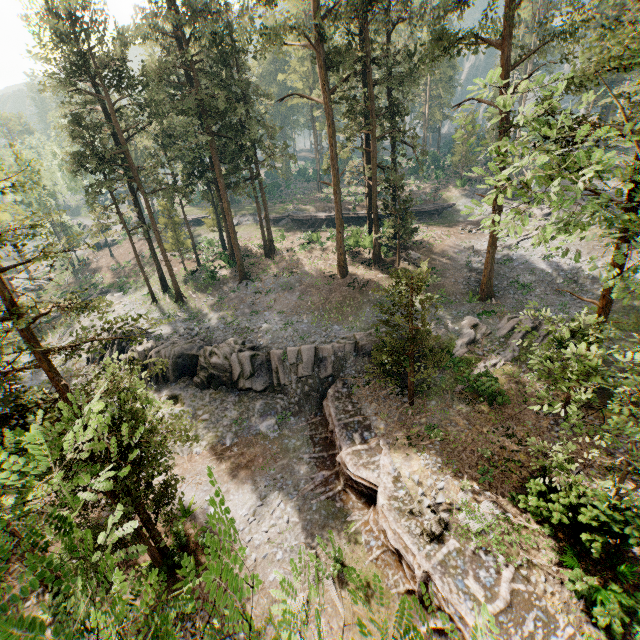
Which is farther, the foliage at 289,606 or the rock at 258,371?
the rock at 258,371

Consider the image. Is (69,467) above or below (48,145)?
below

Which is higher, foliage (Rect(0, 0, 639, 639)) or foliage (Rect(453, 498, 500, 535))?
foliage (Rect(0, 0, 639, 639))

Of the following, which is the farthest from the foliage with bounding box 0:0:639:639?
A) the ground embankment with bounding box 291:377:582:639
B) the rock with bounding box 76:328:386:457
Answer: the rock with bounding box 76:328:386:457

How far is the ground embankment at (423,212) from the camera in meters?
44.9 m

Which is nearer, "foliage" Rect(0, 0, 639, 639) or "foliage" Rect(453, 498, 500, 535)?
"foliage" Rect(0, 0, 639, 639)

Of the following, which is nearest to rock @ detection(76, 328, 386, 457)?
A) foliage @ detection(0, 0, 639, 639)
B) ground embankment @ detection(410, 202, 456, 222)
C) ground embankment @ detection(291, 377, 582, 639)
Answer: ground embankment @ detection(291, 377, 582, 639)

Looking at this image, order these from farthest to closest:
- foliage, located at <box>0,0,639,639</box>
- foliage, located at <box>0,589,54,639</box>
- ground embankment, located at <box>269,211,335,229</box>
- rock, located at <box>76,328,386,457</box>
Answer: ground embankment, located at <box>269,211,335,229</box>, rock, located at <box>76,328,386,457</box>, foliage, located at <box>0,0,639,639</box>, foliage, located at <box>0,589,54,639</box>
